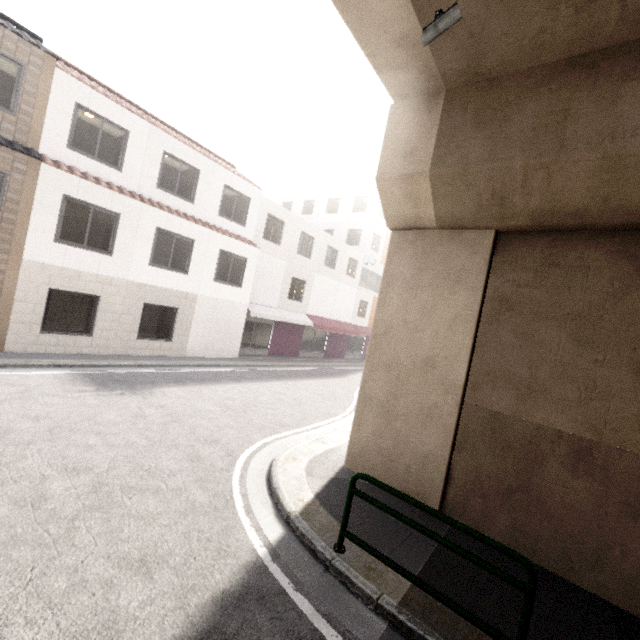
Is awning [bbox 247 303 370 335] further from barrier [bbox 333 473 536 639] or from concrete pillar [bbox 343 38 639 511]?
barrier [bbox 333 473 536 639]

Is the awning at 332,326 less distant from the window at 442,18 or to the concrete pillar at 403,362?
Answer: the concrete pillar at 403,362

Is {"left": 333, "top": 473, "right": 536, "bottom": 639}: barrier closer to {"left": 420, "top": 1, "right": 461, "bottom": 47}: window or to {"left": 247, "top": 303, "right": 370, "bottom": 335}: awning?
{"left": 420, "top": 1, "right": 461, "bottom": 47}: window

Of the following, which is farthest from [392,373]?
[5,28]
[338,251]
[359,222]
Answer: [359,222]

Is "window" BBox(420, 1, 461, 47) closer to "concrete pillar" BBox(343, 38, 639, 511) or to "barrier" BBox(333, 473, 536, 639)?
"concrete pillar" BBox(343, 38, 639, 511)

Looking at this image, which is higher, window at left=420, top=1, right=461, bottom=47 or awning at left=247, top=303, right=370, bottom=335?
window at left=420, top=1, right=461, bottom=47

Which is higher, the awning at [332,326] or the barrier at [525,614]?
the awning at [332,326]
